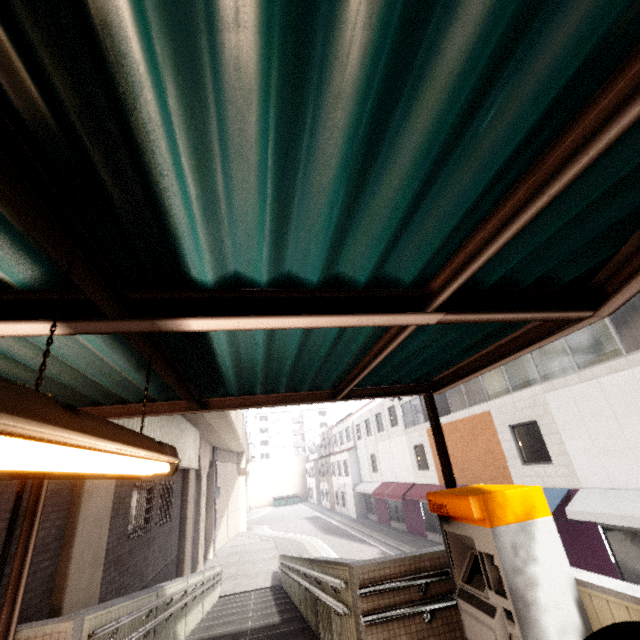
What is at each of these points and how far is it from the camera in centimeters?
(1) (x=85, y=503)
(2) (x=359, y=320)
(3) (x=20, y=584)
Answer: (1) concrete pillar, 564cm
(2) exterior awning, 185cm
(3) exterior awning, 283cm

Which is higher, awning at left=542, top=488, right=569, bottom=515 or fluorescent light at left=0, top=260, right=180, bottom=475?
fluorescent light at left=0, top=260, right=180, bottom=475

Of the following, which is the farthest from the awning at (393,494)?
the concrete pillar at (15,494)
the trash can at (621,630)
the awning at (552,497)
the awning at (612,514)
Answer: the trash can at (621,630)

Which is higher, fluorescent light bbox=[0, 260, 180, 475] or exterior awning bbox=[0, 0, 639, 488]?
exterior awning bbox=[0, 0, 639, 488]

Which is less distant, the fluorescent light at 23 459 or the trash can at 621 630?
the fluorescent light at 23 459

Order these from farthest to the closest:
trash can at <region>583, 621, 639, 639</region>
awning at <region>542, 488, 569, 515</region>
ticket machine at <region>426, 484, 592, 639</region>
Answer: awning at <region>542, 488, 569, 515</region>, ticket machine at <region>426, 484, 592, 639</region>, trash can at <region>583, 621, 639, 639</region>

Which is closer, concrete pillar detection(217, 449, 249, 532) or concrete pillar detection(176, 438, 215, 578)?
concrete pillar detection(176, 438, 215, 578)

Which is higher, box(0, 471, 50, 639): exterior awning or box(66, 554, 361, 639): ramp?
box(0, 471, 50, 639): exterior awning
